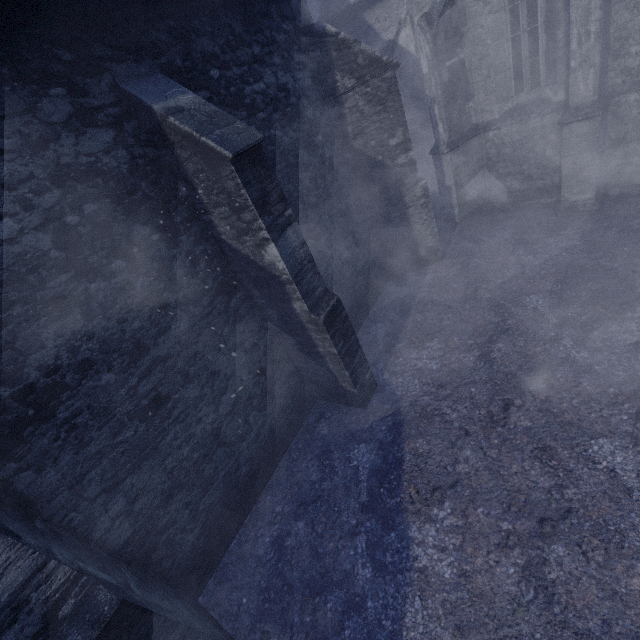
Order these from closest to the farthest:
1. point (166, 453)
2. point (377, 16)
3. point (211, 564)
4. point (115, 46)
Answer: point (115, 46) → point (166, 453) → point (211, 564) → point (377, 16)
